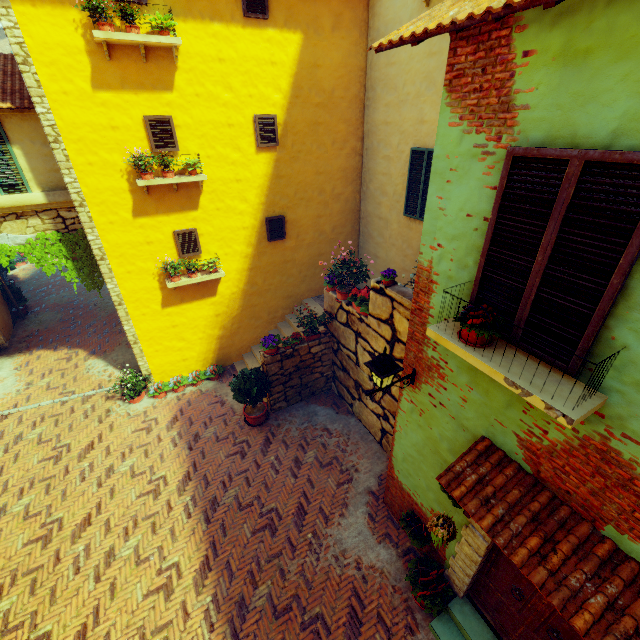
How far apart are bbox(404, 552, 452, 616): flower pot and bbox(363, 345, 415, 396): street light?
3.3 meters

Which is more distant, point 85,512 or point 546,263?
point 85,512

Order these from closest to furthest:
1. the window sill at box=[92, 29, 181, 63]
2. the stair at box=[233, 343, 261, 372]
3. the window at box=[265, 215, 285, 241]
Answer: the window sill at box=[92, 29, 181, 63]
the window at box=[265, 215, 285, 241]
the stair at box=[233, 343, 261, 372]

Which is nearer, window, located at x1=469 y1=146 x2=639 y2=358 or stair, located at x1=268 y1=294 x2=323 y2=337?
window, located at x1=469 y1=146 x2=639 y2=358

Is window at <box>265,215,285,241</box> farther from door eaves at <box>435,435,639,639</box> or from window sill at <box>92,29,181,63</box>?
door eaves at <box>435,435,639,639</box>

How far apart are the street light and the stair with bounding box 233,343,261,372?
4.68m

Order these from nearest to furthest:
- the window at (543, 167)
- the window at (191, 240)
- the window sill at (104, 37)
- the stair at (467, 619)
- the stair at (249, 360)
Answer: the window at (543, 167), the stair at (467, 619), the window sill at (104, 37), the window at (191, 240), the stair at (249, 360)

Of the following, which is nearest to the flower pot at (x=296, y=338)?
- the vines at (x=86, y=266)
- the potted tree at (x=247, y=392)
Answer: the potted tree at (x=247, y=392)
